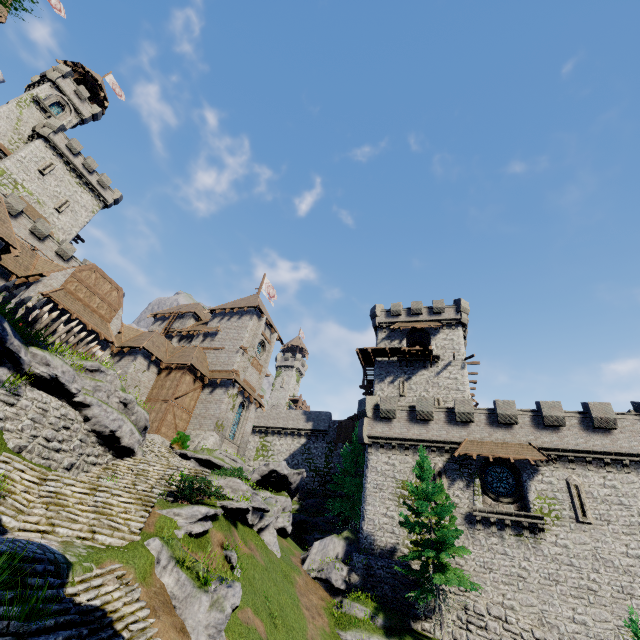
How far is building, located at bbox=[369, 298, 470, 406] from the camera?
33.7 meters

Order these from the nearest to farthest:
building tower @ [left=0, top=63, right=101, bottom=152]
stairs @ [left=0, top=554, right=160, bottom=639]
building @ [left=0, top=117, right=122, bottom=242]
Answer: stairs @ [left=0, top=554, right=160, bottom=639]
building @ [left=0, top=117, right=122, bottom=242]
building tower @ [left=0, top=63, right=101, bottom=152]

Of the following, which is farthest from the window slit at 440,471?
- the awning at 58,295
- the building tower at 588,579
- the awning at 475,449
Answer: the awning at 58,295

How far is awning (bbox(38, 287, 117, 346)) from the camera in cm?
2175

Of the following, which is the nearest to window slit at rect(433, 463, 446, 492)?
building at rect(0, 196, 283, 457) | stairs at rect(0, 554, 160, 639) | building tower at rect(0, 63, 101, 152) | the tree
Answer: the tree

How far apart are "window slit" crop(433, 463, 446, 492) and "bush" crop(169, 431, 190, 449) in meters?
18.9

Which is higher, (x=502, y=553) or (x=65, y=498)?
(x=502, y=553)

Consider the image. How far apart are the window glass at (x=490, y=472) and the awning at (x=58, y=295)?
29.76m
